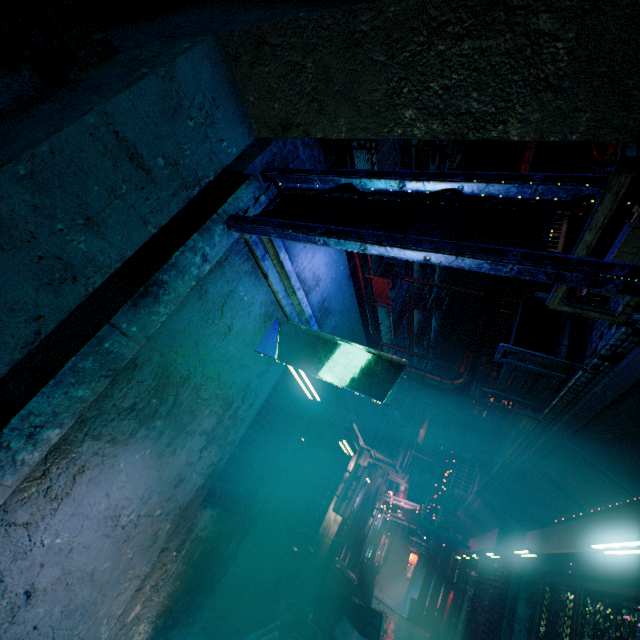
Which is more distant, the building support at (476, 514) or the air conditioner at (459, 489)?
the air conditioner at (459, 489)

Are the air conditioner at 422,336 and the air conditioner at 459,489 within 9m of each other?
yes

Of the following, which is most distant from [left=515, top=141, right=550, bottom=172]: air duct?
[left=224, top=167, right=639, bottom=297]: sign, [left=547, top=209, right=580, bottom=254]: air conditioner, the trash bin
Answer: the trash bin

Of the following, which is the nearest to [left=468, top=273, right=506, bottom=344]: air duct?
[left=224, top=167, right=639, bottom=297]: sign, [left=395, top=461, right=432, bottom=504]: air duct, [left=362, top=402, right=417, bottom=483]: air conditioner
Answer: [left=362, top=402, right=417, bottom=483]: air conditioner

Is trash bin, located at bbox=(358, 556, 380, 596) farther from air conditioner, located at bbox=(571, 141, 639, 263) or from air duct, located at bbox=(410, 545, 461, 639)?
air conditioner, located at bbox=(571, 141, 639, 263)

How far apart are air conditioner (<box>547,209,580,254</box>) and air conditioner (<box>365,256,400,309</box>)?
2.46m

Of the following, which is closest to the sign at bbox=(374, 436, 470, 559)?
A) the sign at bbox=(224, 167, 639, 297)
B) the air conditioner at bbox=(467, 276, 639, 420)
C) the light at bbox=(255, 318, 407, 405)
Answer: the air conditioner at bbox=(467, 276, 639, 420)

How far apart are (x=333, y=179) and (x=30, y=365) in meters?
1.6
